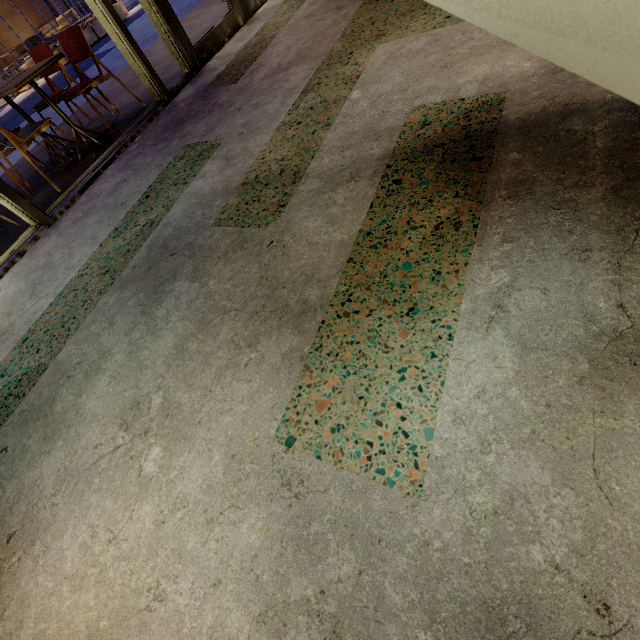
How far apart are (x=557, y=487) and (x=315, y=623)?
0.7m

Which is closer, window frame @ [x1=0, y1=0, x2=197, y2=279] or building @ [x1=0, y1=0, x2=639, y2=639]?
building @ [x1=0, y1=0, x2=639, y2=639]

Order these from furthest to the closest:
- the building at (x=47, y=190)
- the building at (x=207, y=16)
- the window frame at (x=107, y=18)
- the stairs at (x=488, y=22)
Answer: the building at (x=207, y=16) → the building at (x=47, y=190) → the window frame at (x=107, y=18) → the stairs at (x=488, y=22)

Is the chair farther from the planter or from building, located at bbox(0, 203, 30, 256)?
the planter

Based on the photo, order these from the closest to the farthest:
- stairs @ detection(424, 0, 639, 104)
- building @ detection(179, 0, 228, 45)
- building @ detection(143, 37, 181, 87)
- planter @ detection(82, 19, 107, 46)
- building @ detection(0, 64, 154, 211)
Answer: stairs @ detection(424, 0, 639, 104), building @ detection(0, 64, 154, 211), building @ detection(143, 37, 181, 87), building @ detection(179, 0, 228, 45), planter @ detection(82, 19, 107, 46)

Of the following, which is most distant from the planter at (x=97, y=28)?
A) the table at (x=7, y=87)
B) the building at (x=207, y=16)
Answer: the table at (x=7, y=87)

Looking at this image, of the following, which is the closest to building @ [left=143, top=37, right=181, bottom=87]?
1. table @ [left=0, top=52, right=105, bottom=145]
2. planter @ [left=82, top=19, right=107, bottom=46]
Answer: table @ [left=0, top=52, right=105, bottom=145]
